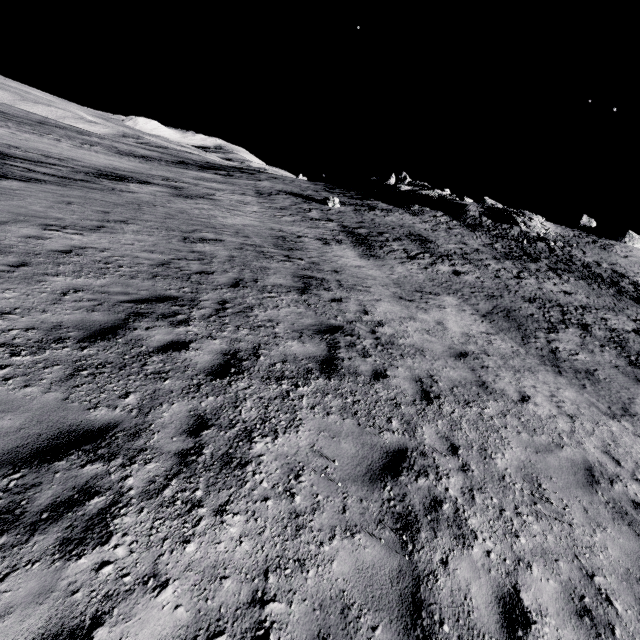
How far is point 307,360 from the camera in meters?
6.6 m

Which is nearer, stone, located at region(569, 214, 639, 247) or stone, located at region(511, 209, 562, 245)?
stone, located at region(511, 209, 562, 245)

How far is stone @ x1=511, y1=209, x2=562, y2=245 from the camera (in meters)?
38.91

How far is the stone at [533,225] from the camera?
38.9m

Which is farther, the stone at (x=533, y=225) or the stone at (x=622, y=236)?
the stone at (x=622, y=236)

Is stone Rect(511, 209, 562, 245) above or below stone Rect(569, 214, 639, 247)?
below
